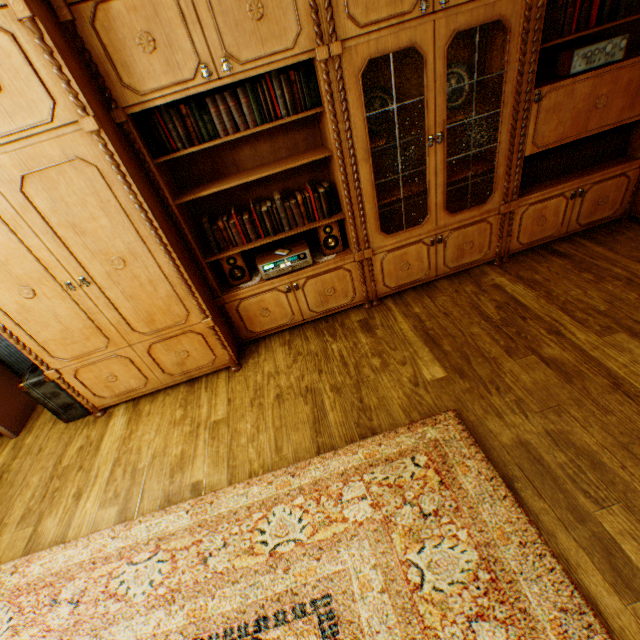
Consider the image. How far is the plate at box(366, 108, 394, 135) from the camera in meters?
2.5 m

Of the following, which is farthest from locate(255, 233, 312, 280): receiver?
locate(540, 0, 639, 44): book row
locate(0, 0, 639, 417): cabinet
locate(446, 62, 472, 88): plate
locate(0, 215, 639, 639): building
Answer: locate(540, 0, 639, 44): book row

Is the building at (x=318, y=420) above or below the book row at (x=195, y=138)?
below

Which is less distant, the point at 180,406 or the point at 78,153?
the point at 78,153

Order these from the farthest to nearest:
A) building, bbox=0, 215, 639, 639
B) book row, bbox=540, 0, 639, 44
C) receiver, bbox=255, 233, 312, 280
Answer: receiver, bbox=255, 233, 312, 280, book row, bbox=540, 0, 639, 44, building, bbox=0, 215, 639, 639

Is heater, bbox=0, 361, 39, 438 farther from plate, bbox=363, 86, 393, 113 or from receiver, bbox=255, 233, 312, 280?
plate, bbox=363, 86, 393, 113

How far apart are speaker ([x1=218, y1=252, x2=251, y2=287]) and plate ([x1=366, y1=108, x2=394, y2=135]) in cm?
139

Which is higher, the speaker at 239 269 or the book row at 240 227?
the book row at 240 227
